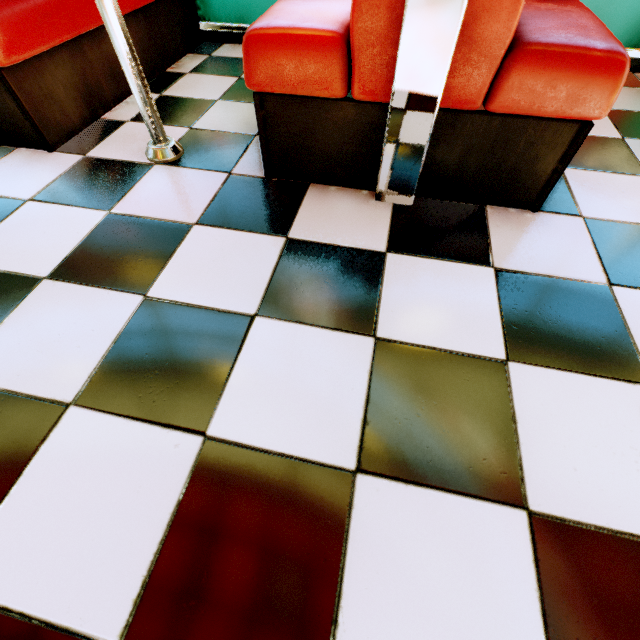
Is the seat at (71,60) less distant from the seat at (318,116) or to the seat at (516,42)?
the seat at (318,116)

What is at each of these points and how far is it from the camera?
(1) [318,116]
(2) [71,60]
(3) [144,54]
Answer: (1) seat, 1.1 meters
(2) seat, 1.4 meters
(3) seat, 1.8 meters

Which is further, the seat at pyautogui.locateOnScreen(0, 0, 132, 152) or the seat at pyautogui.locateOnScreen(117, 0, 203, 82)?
the seat at pyautogui.locateOnScreen(117, 0, 203, 82)

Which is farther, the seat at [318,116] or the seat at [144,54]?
the seat at [144,54]

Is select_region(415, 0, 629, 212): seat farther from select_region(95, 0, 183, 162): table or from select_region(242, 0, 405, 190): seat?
select_region(95, 0, 183, 162): table

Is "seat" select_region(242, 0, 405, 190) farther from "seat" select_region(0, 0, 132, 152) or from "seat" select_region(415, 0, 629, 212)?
"seat" select_region(0, 0, 132, 152)

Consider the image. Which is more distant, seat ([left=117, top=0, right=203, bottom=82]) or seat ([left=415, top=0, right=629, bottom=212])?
seat ([left=117, top=0, right=203, bottom=82])

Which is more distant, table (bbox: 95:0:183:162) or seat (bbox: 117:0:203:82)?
seat (bbox: 117:0:203:82)
